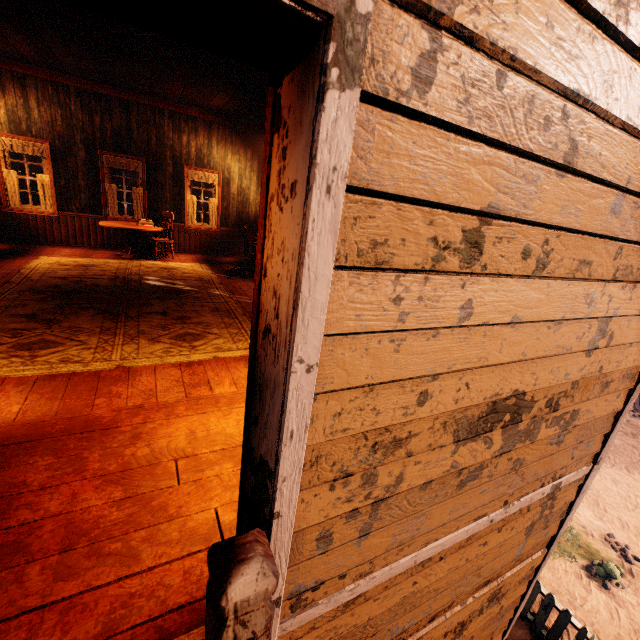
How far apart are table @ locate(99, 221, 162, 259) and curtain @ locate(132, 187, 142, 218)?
1.02m

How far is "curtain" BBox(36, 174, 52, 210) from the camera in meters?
7.8

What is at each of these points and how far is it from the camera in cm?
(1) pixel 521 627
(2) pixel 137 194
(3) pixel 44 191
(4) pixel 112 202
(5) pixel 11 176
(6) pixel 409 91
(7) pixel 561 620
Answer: (1) z, 602
(2) curtain, 879
(3) curtain, 791
(4) curtain, 859
(5) curtain, 756
(6) building, 83
(7) fence, 554

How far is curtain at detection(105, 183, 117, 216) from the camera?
8.5m

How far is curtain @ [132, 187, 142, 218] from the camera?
8.8 meters

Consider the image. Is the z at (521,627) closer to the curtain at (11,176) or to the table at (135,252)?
the table at (135,252)

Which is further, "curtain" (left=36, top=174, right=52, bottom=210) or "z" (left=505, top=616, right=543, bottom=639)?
"curtain" (left=36, top=174, right=52, bottom=210)

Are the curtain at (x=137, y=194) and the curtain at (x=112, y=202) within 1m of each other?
yes
